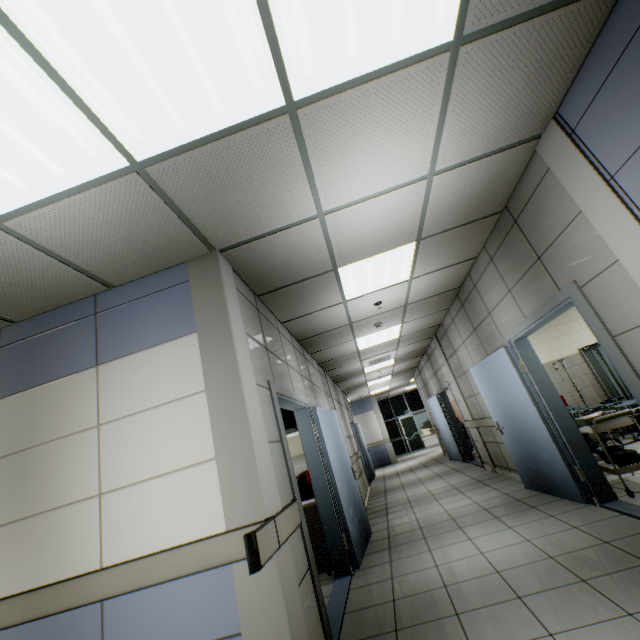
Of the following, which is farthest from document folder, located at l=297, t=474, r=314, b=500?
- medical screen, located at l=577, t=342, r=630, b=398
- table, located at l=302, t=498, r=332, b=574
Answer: medical screen, located at l=577, t=342, r=630, b=398

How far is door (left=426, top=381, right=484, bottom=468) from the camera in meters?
8.4

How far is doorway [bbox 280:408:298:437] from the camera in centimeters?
801cm

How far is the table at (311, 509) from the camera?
4.1 meters

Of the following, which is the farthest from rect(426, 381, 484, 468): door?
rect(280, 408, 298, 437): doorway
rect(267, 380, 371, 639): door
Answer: rect(267, 380, 371, 639): door

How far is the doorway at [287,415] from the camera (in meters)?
8.01

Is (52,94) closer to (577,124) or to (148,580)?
(148,580)

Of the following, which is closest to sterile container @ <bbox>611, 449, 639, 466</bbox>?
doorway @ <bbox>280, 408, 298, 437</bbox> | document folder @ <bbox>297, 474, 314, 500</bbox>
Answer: document folder @ <bbox>297, 474, 314, 500</bbox>
